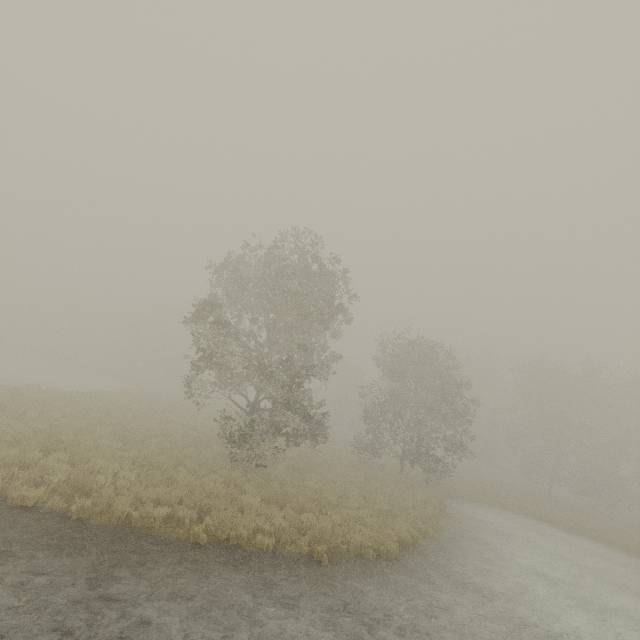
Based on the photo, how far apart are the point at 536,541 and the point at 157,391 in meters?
41.8
